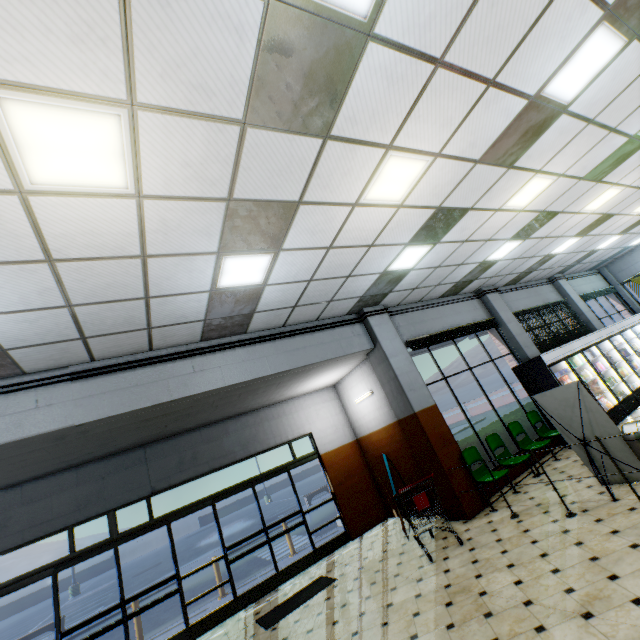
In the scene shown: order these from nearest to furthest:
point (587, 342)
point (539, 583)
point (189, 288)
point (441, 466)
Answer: point (539, 583)
point (189, 288)
point (441, 466)
point (587, 342)

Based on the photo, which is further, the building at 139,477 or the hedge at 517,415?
the hedge at 517,415

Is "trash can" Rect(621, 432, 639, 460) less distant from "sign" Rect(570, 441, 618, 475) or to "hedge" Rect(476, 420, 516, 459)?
"sign" Rect(570, 441, 618, 475)

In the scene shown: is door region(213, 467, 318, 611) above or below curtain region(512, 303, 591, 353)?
below

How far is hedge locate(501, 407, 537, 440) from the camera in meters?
8.8 m

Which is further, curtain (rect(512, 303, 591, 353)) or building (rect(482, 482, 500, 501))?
curtain (rect(512, 303, 591, 353))

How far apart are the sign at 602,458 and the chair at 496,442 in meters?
1.4

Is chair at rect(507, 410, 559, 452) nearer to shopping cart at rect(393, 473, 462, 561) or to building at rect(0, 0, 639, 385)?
building at rect(0, 0, 639, 385)
